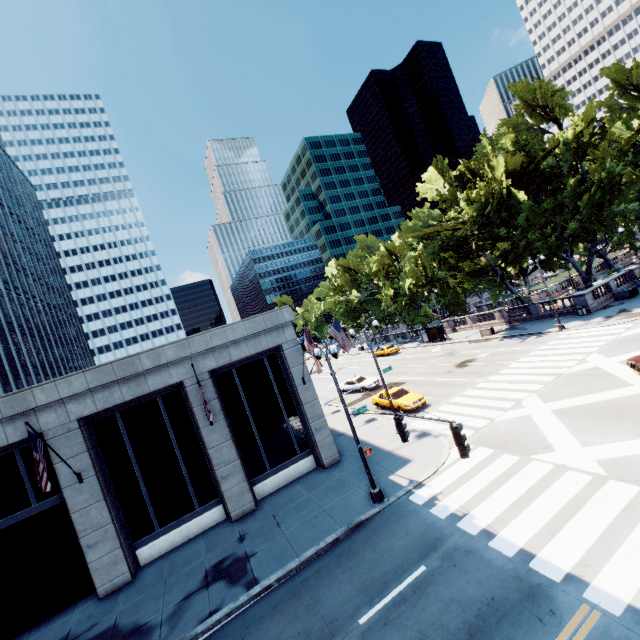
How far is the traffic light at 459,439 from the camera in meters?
8.3

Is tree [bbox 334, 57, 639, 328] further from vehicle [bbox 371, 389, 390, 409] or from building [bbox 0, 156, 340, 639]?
building [bbox 0, 156, 340, 639]

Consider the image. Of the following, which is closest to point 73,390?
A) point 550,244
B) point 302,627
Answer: point 302,627

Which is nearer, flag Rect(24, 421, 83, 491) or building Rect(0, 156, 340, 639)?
flag Rect(24, 421, 83, 491)

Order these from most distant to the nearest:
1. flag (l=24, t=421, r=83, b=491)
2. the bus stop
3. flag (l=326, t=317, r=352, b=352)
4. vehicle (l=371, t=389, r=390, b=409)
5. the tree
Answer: the bus stop, the tree, vehicle (l=371, t=389, r=390, b=409), flag (l=326, t=317, r=352, b=352), flag (l=24, t=421, r=83, b=491)

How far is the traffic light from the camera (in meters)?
8.27

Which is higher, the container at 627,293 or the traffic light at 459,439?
the traffic light at 459,439

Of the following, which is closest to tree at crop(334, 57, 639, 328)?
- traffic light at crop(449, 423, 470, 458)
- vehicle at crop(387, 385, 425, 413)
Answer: vehicle at crop(387, 385, 425, 413)
